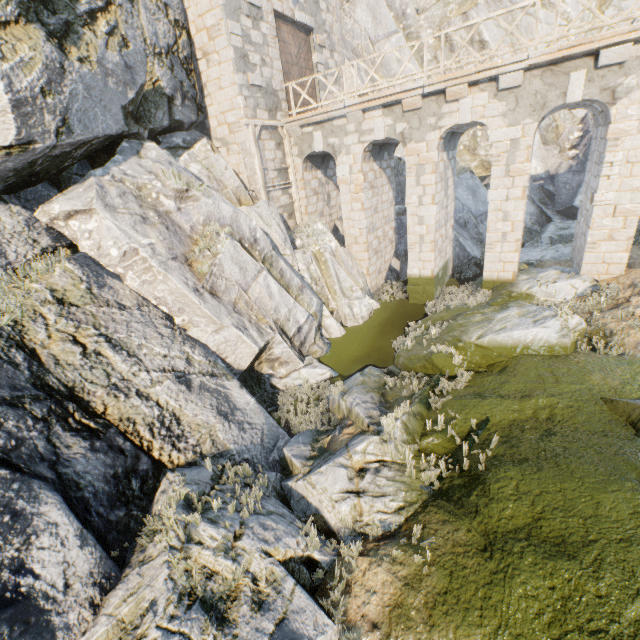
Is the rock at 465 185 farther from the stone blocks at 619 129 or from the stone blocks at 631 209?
the stone blocks at 619 129

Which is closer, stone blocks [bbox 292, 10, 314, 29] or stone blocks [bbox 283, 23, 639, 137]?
stone blocks [bbox 283, 23, 639, 137]

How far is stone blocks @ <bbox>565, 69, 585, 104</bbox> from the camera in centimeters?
907cm

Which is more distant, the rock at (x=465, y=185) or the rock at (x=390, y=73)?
the rock at (x=390, y=73)

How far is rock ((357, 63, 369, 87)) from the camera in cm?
1922

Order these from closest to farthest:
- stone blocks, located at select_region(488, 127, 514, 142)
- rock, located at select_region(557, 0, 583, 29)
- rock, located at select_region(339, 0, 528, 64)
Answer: stone blocks, located at select_region(488, 127, 514, 142) → rock, located at select_region(339, 0, 528, 64) → rock, located at select_region(557, 0, 583, 29)

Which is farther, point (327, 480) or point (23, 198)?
point (23, 198)

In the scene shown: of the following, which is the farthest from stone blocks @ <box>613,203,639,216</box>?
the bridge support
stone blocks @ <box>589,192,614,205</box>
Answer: the bridge support
